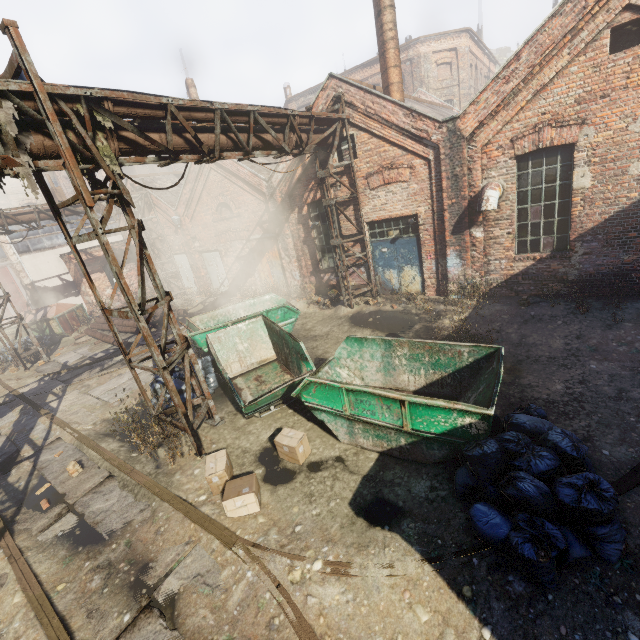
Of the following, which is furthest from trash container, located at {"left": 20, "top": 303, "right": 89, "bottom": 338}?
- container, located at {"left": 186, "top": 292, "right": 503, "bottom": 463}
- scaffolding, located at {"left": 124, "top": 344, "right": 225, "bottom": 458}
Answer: scaffolding, located at {"left": 124, "top": 344, "right": 225, "bottom": 458}

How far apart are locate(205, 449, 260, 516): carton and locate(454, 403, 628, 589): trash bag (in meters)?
2.99

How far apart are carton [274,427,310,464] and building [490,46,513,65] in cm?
6016

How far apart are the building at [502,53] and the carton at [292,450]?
60.16m

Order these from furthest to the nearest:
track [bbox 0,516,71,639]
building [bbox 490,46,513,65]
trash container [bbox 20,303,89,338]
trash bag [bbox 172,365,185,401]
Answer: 1. building [bbox 490,46,513,65]
2. trash container [bbox 20,303,89,338]
3. trash bag [bbox 172,365,185,401]
4. track [bbox 0,516,71,639]

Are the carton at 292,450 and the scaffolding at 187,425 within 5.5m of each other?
yes

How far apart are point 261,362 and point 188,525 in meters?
4.8

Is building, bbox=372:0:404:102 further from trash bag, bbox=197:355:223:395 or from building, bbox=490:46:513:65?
building, bbox=490:46:513:65
